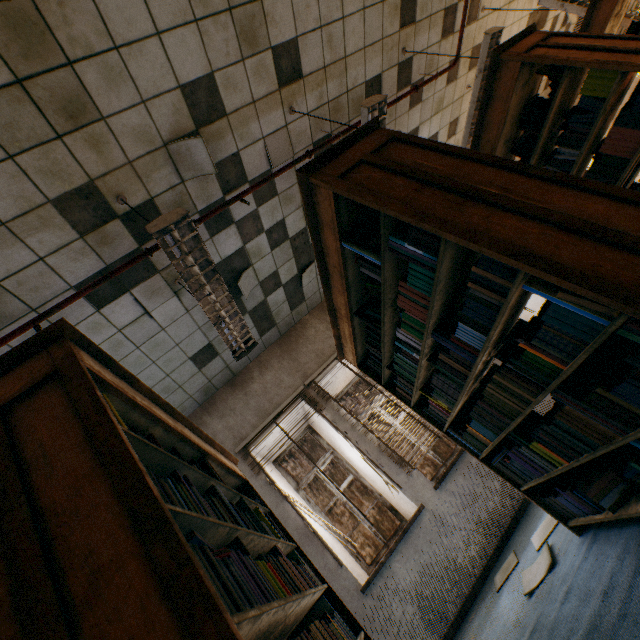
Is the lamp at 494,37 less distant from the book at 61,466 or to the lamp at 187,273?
the lamp at 187,273

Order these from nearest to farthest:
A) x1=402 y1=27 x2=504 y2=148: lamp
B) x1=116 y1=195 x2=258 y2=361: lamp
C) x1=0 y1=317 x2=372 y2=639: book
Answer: x1=0 y1=317 x2=372 y2=639: book
x1=116 y1=195 x2=258 y2=361: lamp
x1=402 y1=27 x2=504 y2=148: lamp

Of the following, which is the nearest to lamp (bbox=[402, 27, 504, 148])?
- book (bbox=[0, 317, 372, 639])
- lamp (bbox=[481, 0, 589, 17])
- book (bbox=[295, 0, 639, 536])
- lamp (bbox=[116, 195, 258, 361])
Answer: lamp (bbox=[481, 0, 589, 17])

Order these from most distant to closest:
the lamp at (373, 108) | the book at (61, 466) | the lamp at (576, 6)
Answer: the lamp at (576, 6)
the lamp at (373, 108)
the book at (61, 466)

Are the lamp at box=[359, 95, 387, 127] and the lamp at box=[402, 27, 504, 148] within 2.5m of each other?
yes

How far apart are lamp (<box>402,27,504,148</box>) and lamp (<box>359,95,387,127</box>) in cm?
174

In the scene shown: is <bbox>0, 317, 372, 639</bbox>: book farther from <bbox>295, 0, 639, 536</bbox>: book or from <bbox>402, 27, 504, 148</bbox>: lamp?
<bbox>402, 27, 504, 148</bbox>: lamp

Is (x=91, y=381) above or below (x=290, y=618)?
above
